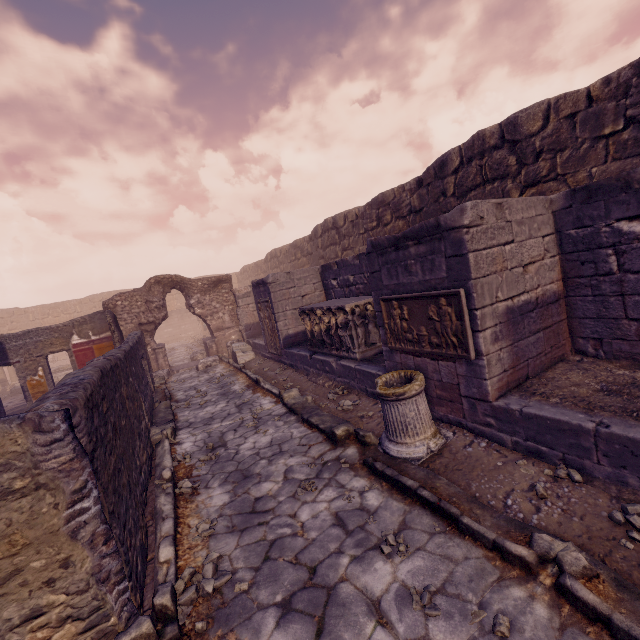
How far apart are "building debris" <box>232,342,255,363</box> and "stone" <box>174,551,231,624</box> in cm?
921

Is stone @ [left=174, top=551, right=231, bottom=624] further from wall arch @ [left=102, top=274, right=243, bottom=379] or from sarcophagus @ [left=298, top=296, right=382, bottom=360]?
wall arch @ [left=102, top=274, right=243, bottom=379]

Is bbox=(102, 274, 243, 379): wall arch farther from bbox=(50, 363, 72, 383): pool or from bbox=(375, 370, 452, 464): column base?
bbox=(375, 370, 452, 464): column base

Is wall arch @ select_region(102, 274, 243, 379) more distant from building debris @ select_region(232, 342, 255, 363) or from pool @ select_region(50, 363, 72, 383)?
pool @ select_region(50, 363, 72, 383)

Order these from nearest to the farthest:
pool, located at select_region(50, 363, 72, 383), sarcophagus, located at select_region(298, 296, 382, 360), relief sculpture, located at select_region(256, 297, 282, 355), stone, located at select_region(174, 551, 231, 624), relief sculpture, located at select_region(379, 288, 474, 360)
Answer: stone, located at select_region(174, 551, 231, 624) → relief sculpture, located at select_region(379, 288, 474, 360) → sarcophagus, located at select_region(298, 296, 382, 360) → relief sculpture, located at select_region(256, 297, 282, 355) → pool, located at select_region(50, 363, 72, 383)

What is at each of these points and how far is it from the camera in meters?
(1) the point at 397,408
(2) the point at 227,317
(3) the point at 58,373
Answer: (1) column base, 4.1 m
(2) wall arch, 14.1 m
(3) pool, 16.9 m

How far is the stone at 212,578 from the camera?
2.6m

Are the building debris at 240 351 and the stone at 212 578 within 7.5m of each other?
no
